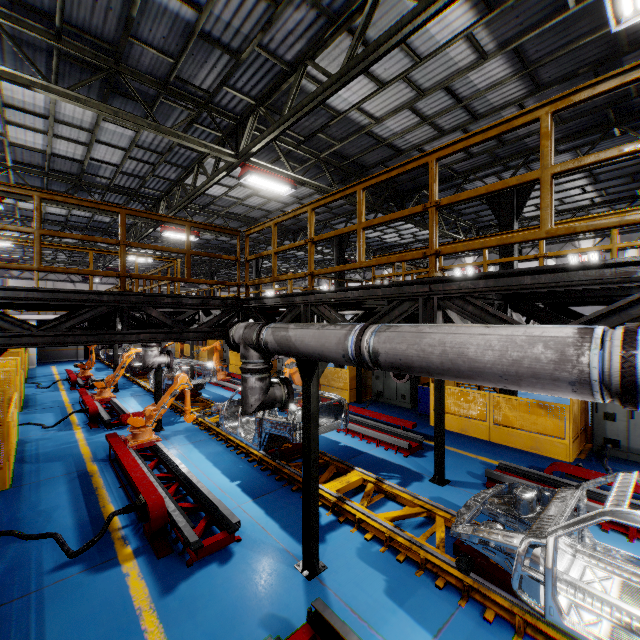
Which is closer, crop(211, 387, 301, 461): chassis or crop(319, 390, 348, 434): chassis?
crop(211, 387, 301, 461): chassis

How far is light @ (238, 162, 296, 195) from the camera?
8.7m

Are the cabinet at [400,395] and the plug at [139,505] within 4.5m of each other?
no

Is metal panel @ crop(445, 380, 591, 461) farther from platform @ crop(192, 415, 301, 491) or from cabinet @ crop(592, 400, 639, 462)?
platform @ crop(192, 415, 301, 491)

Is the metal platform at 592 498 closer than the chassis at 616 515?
No

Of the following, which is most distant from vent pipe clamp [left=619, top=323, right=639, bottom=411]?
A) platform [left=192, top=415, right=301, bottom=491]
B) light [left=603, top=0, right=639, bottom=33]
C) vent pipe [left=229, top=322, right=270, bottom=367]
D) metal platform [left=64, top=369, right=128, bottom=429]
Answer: A: metal platform [left=64, top=369, right=128, bottom=429]

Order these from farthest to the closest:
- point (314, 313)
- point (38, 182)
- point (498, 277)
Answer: point (38, 182) < point (314, 313) < point (498, 277)

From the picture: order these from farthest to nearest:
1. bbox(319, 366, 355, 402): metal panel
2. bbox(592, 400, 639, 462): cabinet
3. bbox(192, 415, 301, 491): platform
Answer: bbox(319, 366, 355, 402): metal panel → bbox(592, 400, 639, 462): cabinet → bbox(192, 415, 301, 491): platform
